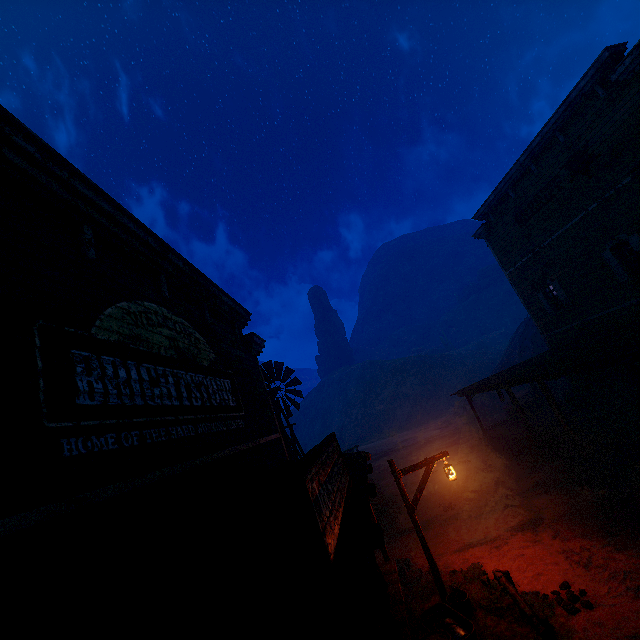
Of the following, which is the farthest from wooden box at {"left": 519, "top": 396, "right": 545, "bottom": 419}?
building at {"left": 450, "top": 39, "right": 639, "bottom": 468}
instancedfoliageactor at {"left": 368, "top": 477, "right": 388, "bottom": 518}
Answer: instancedfoliageactor at {"left": 368, "top": 477, "right": 388, "bottom": 518}

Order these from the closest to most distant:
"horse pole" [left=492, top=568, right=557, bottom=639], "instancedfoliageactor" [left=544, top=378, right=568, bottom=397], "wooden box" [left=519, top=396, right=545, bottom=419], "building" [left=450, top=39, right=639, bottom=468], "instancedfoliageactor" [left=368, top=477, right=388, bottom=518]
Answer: "horse pole" [left=492, top=568, right=557, bottom=639], "building" [left=450, top=39, right=639, bottom=468], "instancedfoliageactor" [left=368, top=477, right=388, bottom=518], "wooden box" [left=519, top=396, right=545, bottom=419], "instancedfoliageactor" [left=544, top=378, right=568, bottom=397]

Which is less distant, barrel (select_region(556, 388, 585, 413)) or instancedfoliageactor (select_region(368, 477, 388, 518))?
instancedfoliageactor (select_region(368, 477, 388, 518))

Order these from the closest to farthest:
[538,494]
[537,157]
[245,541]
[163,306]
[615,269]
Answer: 1. [245,541]
2. [163,306]
3. [538,494]
4. [615,269]
5. [537,157]

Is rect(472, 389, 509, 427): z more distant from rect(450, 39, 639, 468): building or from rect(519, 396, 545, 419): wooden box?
rect(519, 396, 545, 419): wooden box

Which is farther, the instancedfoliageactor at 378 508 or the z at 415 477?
the z at 415 477

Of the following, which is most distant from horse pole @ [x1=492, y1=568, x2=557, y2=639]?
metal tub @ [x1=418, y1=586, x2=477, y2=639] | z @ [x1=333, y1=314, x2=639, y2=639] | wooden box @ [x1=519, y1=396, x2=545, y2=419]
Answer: wooden box @ [x1=519, y1=396, x2=545, y2=419]

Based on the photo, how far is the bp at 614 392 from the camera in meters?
15.5 m
